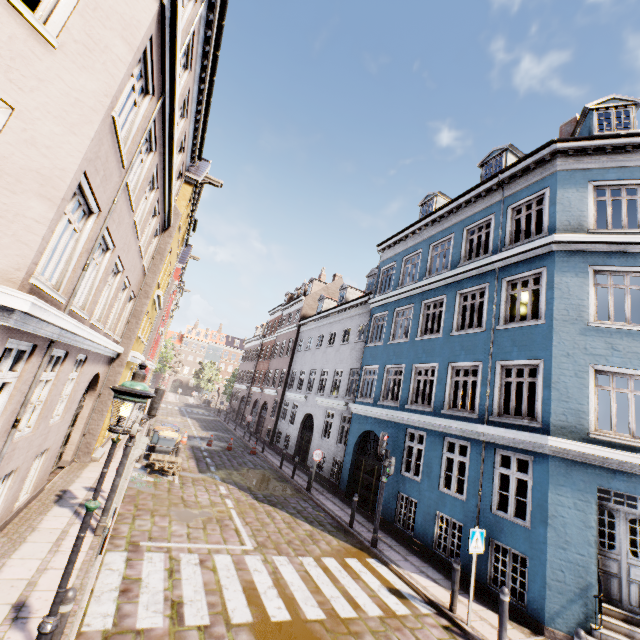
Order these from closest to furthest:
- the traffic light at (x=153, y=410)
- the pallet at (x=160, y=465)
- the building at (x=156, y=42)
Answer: the building at (x=156, y=42) → the traffic light at (x=153, y=410) → the pallet at (x=160, y=465)

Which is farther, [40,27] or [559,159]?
[559,159]

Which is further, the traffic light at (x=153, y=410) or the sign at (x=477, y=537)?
the traffic light at (x=153, y=410)

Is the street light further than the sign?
No

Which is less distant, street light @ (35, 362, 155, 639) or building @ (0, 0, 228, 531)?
street light @ (35, 362, 155, 639)

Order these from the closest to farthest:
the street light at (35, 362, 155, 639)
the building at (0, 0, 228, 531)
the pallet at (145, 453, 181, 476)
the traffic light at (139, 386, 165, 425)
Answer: the street light at (35, 362, 155, 639) → the building at (0, 0, 228, 531) → the traffic light at (139, 386, 165, 425) → the pallet at (145, 453, 181, 476)

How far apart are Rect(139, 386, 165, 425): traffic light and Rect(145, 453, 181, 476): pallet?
5.8 meters

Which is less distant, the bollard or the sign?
the bollard
